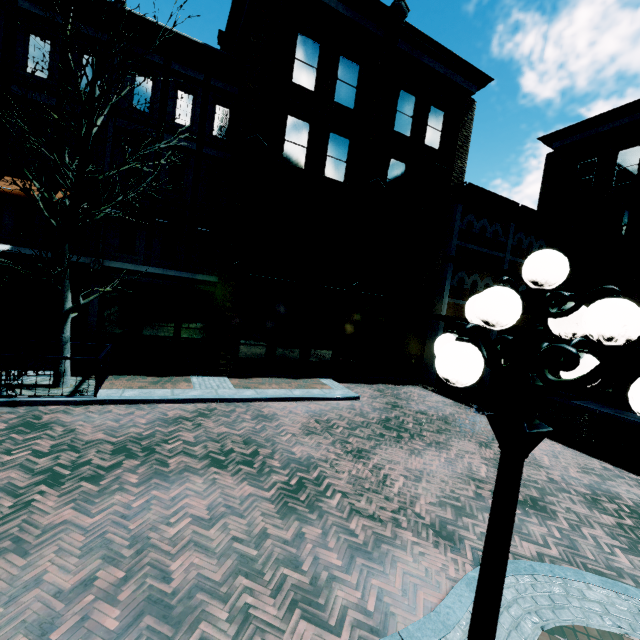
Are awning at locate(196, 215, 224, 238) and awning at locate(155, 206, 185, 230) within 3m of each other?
yes

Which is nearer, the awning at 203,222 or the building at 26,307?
the building at 26,307

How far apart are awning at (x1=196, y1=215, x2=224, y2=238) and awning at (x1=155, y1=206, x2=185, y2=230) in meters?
0.5 m

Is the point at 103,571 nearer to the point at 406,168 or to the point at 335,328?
the point at 335,328

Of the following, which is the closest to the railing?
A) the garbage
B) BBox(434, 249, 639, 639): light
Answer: the garbage

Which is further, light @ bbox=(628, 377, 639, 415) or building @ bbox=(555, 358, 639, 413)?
building @ bbox=(555, 358, 639, 413)

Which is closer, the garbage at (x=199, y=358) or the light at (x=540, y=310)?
the light at (x=540, y=310)
